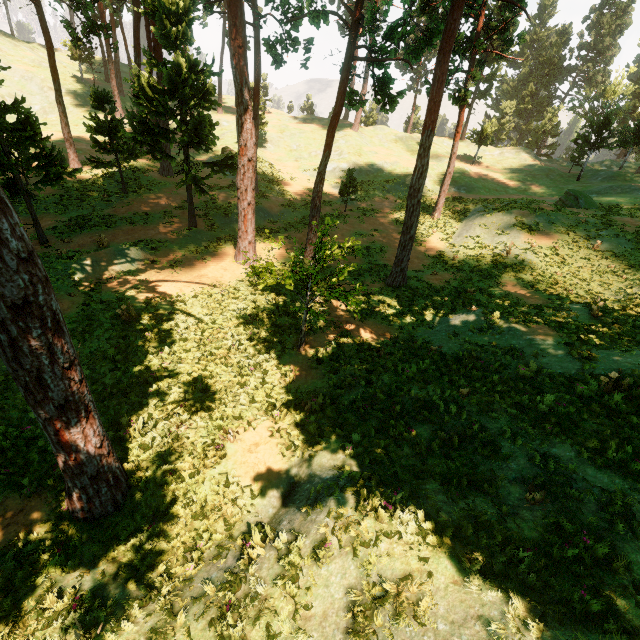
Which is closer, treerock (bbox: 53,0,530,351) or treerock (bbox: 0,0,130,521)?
treerock (bbox: 0,0,130,521)

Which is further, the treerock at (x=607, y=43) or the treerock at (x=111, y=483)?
the treerock at (x=607, y=43)

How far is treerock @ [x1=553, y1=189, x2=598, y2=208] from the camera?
27.5m

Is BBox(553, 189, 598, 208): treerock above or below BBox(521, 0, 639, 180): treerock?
below

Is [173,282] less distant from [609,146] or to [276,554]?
[276,554]

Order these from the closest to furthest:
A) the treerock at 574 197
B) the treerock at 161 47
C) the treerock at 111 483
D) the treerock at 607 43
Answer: the treerock at 111 483 < the treerock at 161 47 < the treerock at 574 197 < the treerock at 607 43

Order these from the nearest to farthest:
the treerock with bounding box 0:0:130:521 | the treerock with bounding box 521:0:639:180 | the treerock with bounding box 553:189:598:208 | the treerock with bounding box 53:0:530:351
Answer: the treerock with bounding box 0:0:130:521, the treerock with bounding box 53:0:530:351, the treerock with bounding box 553:189:598:208, the treerock with bounding box 521:0:639:180
